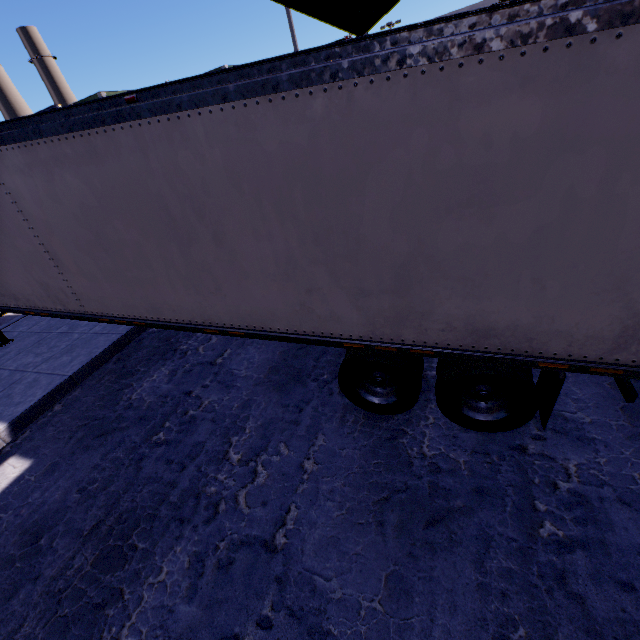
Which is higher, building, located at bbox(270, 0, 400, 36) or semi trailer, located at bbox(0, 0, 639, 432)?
building, located at bbox(270, 0, 400, 36)

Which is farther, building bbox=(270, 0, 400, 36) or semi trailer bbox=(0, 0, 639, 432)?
building bbox=(270, 0, 400, 36)

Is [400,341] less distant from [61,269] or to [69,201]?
[69,201]

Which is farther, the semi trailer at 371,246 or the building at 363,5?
the building at 363,5

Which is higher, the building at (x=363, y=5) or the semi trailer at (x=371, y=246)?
the building at (x=363, y=5)
